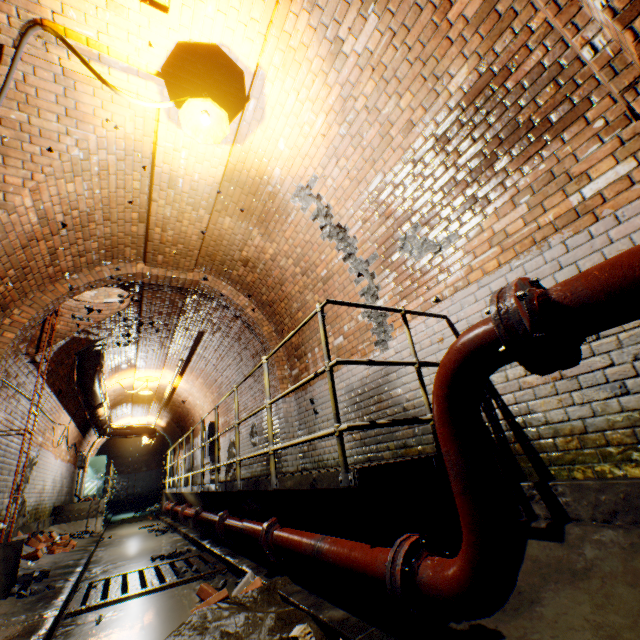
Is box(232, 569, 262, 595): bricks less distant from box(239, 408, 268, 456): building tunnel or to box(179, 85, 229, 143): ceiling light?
box(239, 408, 268, 456): building tunnel

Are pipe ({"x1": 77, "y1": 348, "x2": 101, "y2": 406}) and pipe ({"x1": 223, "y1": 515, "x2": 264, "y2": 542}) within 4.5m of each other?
no

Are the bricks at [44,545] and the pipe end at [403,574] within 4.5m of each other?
no

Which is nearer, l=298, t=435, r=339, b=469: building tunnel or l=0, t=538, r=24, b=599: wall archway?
l=0, t=538, r=24, b=599: wall archway

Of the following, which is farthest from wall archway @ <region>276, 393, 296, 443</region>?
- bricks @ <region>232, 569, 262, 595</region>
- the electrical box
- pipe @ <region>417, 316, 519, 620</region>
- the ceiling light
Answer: the electrical box

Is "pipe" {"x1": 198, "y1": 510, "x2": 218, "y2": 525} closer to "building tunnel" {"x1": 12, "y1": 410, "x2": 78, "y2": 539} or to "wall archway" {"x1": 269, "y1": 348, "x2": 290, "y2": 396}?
"building tunnel" {"x1": 12, "y1": 410, "x2": 78, "y2": 539}

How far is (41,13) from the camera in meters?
2.7

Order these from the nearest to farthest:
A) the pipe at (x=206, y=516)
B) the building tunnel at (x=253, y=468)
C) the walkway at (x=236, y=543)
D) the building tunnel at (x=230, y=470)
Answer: the walkway at (x=236, y=543), the pipe at (x=206, y=516), the building tunnel at (x=253, y=468), the building tunnel at (x=230, y=470)
